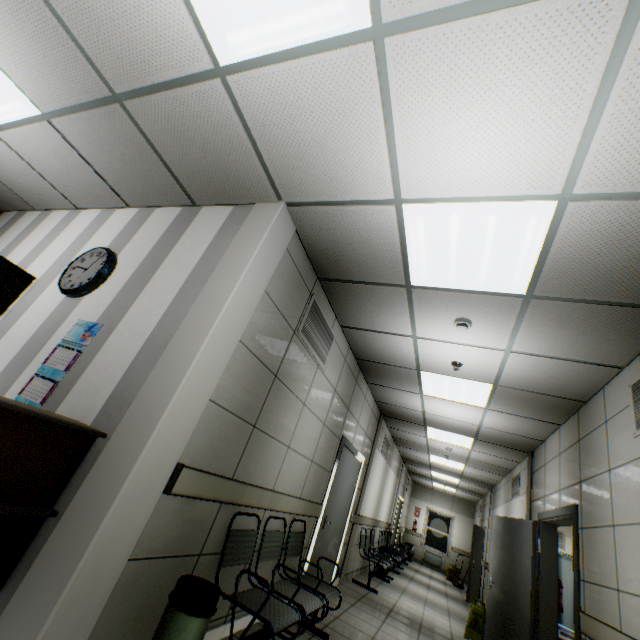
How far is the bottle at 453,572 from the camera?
12.30m

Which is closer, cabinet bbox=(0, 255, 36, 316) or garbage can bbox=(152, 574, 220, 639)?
garbage can bbox=(152, 574, 220, 639)

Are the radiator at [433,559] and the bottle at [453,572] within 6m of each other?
yes

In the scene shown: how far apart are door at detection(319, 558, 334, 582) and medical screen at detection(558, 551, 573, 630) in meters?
4.1 m

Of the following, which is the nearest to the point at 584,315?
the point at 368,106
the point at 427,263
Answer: the point at 427,263

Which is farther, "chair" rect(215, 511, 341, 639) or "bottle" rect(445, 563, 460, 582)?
"bottle" rect(445, 563, 460, 582)

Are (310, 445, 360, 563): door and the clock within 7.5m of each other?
yes

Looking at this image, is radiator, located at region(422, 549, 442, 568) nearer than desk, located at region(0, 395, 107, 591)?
No
